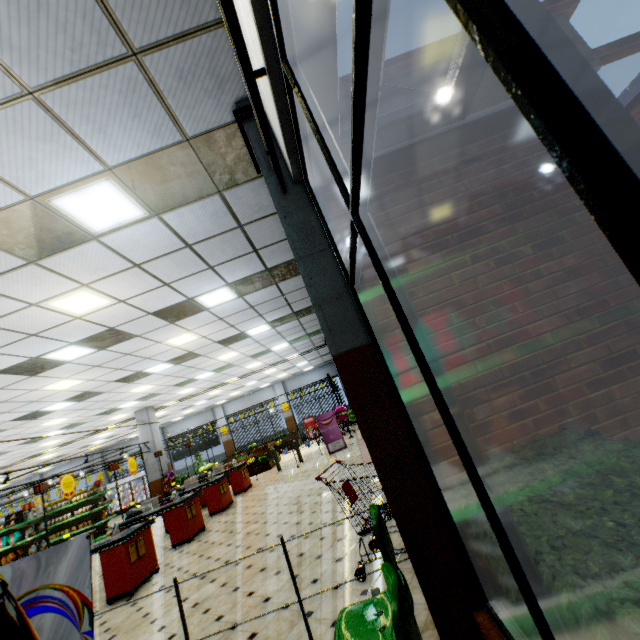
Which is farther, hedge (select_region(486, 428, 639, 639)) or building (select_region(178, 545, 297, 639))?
building (select_region(178, 545, 297, 639))

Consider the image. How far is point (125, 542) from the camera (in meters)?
6.08

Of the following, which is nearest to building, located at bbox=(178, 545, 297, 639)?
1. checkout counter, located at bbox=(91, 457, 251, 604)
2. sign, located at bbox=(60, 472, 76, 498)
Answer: checkout counter, located at bbox=(91, 457, 251, 604)

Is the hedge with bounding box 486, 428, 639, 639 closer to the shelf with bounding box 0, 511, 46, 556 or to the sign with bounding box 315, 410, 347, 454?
the sign with bounding box 315, 410, 347, 454

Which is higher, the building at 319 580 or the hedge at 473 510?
the hedge at 473 510

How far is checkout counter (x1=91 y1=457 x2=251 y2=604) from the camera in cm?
591

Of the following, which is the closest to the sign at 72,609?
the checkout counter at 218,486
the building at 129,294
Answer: Result: the building at 129,294

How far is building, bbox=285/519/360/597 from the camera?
3.8m
